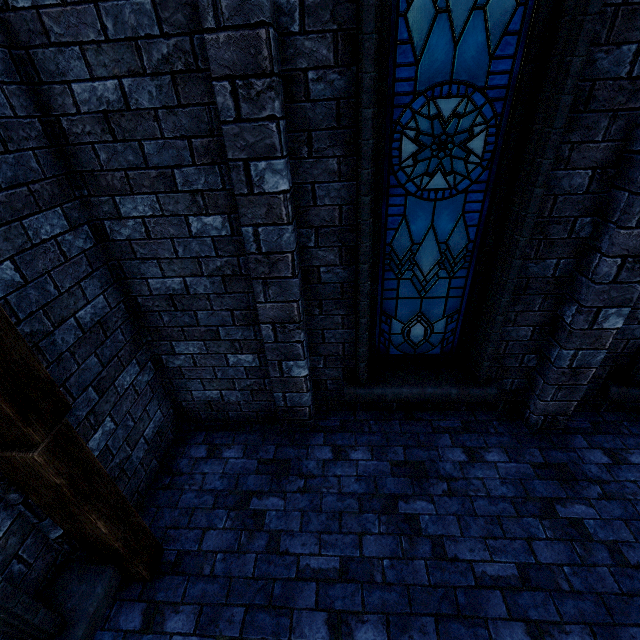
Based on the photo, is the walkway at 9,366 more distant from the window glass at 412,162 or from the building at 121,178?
the window glass at 412,162

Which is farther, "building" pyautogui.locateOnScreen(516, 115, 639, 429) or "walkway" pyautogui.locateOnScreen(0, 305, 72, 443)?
Answer: "building" pyautogui.locateOnScreen(516, 115, 639, 429)

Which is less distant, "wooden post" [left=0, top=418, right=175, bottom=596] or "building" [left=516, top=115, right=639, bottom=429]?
"wooden post" [left=0, top=418, right=175, bottom=596]

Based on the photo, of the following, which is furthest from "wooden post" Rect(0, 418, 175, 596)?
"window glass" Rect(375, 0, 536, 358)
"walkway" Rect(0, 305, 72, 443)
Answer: "window glass" Rect(375, 0, 536, 358)

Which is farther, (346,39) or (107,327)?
(107,327)

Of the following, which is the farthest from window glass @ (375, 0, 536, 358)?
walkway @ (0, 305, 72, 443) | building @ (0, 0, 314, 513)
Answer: walkway @ (0, 305, 72, 443)

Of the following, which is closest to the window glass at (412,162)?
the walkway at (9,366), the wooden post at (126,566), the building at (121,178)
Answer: the building at (121,178)
